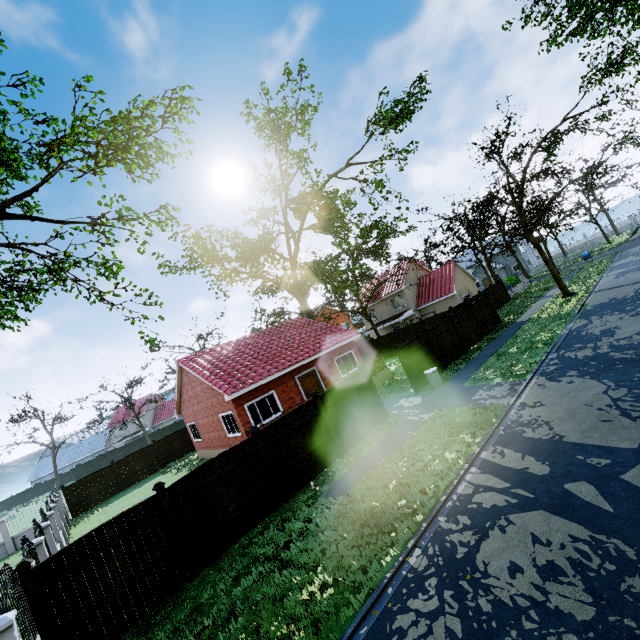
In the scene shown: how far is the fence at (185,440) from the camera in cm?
2662

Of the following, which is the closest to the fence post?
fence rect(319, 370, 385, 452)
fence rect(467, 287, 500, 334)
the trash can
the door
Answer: fence rect(467, 287, 500, 334)

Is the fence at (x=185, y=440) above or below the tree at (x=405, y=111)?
below

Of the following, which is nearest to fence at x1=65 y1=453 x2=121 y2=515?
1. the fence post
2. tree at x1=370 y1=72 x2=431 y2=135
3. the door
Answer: the fence post

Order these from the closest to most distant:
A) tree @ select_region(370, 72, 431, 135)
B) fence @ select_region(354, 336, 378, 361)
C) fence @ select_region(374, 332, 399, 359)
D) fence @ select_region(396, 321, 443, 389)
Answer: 1. fence @ select_region(396, 321, 443, 389)
2. tree @ select_region(370, 72, 431, 135)
3. fence @ select_region(374, 332, 399, 359)
4. fence @ select_region(354, 336, 378, 361)

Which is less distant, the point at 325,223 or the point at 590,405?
the point at 590,405

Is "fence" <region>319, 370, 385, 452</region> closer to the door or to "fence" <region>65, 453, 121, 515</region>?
"fence" <region>65, 453, 121, 515</region>

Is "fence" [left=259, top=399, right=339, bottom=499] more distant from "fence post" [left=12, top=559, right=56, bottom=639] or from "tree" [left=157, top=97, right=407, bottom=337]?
"tree" [left=157, top=97, right=407, bottom=337]
